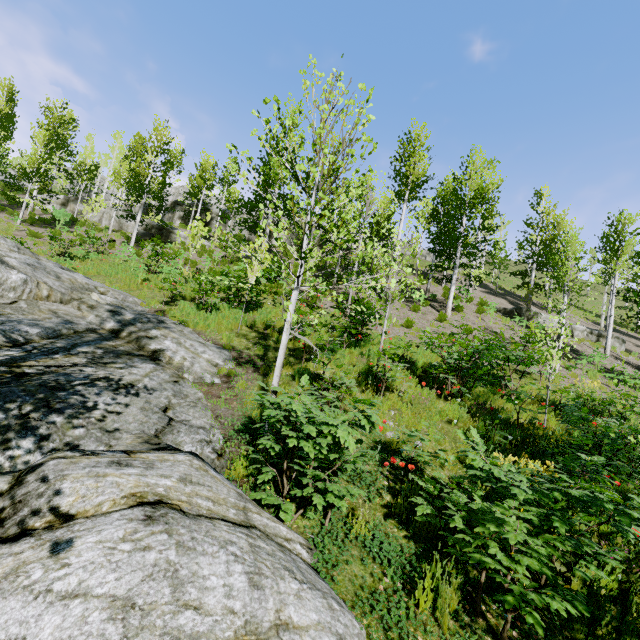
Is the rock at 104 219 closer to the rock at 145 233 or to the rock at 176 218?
the rock at 145 233

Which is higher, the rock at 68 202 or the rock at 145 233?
the rock at 68 202

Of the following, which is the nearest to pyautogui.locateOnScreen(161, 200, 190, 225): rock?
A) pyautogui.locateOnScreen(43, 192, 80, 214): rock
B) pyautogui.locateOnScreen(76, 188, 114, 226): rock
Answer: pyautogui.locateOnScreen(43, 192, 80, 214): rock

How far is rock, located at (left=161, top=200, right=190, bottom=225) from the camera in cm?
3712

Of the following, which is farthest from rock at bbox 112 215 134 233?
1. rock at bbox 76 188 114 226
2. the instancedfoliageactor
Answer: rock at bbox 76 188 114 226

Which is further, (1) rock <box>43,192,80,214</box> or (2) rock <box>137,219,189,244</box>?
(1) rock <box>43,192,80,214</box>

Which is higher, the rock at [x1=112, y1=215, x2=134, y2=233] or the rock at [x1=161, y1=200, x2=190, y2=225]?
the rock at [x1=161, y1=200, x2=190, y2=225]

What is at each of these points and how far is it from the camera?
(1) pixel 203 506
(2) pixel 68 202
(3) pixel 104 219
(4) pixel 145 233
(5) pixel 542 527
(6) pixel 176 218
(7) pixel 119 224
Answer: (1) rock, 2.84m
(2) rock, 29.75m
(3) rock, 28.91m
(4) rock, 27.03m
(5) instancedfoliageactor, 3.27m
(6) rock, 37.16m
(7) rock, 28.67m
